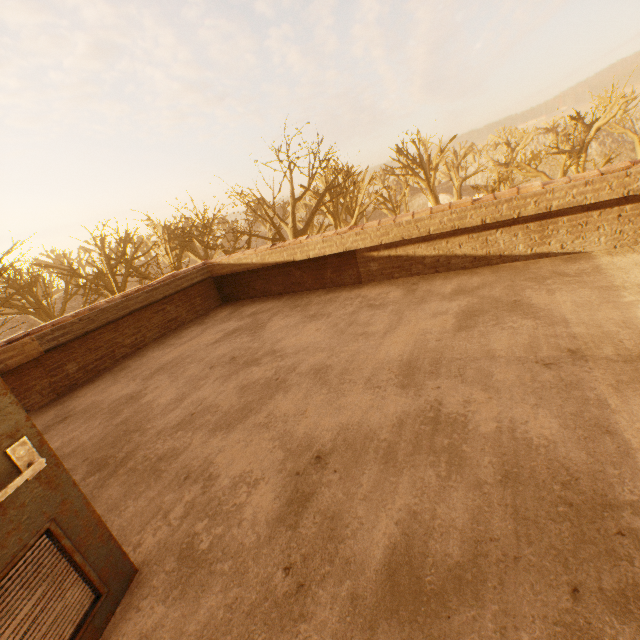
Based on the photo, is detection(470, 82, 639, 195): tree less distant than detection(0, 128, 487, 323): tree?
No

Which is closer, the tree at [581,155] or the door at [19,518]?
the door at [19,518]

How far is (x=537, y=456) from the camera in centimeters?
196cm

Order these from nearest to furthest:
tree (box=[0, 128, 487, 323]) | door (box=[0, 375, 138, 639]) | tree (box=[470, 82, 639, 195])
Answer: door (box=[0, 375, 138, 639]) < tree (box=[0, 128, 487, 323]) < tree (box=[470, 82, 639, 195])

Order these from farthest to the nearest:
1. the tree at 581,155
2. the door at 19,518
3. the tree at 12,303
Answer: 1. the tree at 581,155
2. the tree at 12,303
3. the door at 19,518

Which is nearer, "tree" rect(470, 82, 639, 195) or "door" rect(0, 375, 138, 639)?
"door" rect(0, 375, 138, 639)
